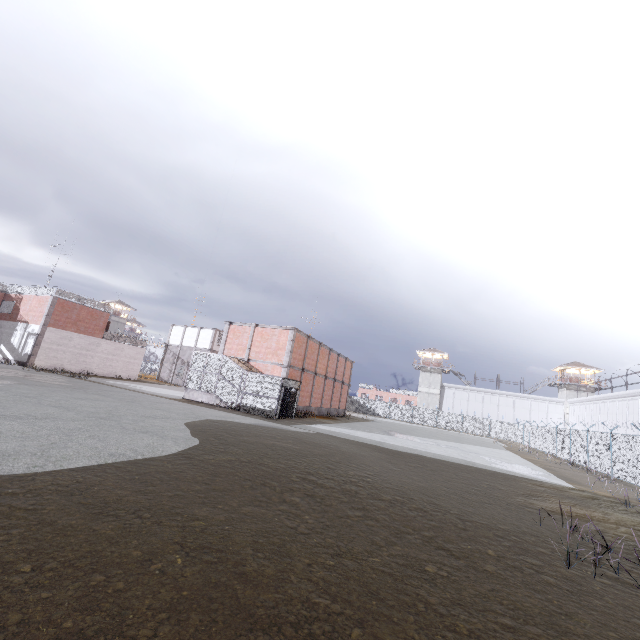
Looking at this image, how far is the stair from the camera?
24.17m

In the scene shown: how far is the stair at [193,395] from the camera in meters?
24.2 m

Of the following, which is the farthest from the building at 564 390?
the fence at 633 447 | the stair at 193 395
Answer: the stair at 193 395

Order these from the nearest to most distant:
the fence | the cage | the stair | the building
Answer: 1. the fence
2. the cage
3. the stair
4. the building

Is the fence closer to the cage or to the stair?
the cage

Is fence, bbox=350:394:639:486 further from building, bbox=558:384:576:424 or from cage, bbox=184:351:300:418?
building, bbox=558:384:576:424

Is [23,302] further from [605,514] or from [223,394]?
[605,514]

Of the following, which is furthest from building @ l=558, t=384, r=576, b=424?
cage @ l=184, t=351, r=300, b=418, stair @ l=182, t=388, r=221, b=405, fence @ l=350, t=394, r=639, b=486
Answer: stair @ l=182, t=388, r=221, b=405
